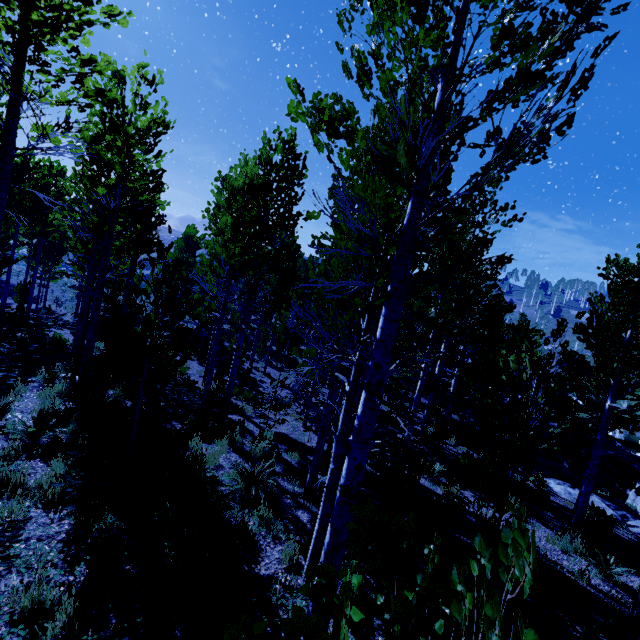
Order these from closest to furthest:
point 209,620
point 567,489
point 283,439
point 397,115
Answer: point 397,115
point 209,620
point 283,439
point 567,489

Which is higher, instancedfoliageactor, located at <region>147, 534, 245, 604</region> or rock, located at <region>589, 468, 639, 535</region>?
instancedfoliageactor, located at <region>147, 534, 245, 604</region>

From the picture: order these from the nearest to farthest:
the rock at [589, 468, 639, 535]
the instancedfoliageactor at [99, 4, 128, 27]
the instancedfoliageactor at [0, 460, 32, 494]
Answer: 1. the instancedfoliageactor at [0, 460, 32, 494]
2. the instancedfoliageactor at [99, 4, 128, 27]
3. the rock at [589, 468, 639, 535]

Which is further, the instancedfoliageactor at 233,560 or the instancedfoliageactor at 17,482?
the instancedfoliageactor at 17,482

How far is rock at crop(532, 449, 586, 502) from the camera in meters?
14.0 m

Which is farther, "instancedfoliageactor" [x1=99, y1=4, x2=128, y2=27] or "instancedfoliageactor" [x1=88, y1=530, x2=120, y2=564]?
"instancedfoliageactor" [x1=99, y1=4, x2=128, y2=27]

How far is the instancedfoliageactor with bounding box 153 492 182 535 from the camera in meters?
4.7 m
